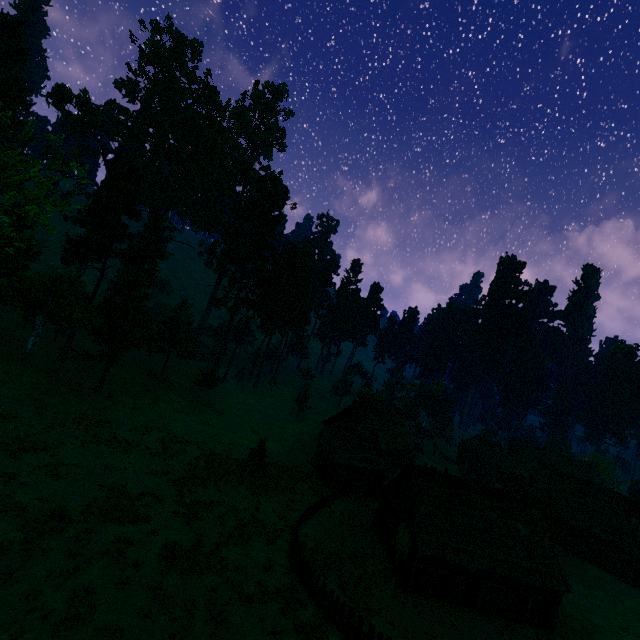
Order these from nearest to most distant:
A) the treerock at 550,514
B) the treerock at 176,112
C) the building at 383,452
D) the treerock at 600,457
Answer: the building at 383,452 → the treerock at 176,112 → the treerock at 550,514 → the treerock at 600,457

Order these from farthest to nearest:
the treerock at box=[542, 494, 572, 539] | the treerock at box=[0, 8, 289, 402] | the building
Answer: the treerock at box=[542, 494, 572, 539], the treerock at box=[0, 8, 289, 402], the building

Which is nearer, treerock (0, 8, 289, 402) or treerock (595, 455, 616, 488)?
treerock (0, 8, 289, 402)

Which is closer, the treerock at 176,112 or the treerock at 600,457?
the treerock at 176,112

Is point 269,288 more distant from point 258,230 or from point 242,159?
point 242,159

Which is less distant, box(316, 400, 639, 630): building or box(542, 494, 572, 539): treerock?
box(316, 400, 639, 630): building
